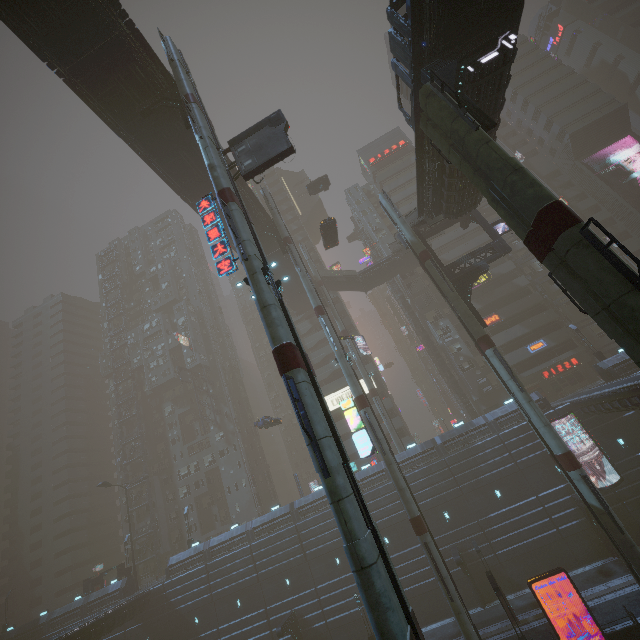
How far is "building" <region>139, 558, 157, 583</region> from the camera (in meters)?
52.75

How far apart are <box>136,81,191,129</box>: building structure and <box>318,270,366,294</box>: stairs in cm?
3131

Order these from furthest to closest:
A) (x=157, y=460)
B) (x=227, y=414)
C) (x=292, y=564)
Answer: (x=157, y=460), (x=227, y=414), (x=292, y=564)

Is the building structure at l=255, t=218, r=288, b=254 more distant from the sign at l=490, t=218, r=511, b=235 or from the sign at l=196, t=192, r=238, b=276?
the sign at l=196, t=192, r=238, b=276

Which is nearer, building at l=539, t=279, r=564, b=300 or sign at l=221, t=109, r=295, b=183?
sign at l=221, t=109, r=295, b=183

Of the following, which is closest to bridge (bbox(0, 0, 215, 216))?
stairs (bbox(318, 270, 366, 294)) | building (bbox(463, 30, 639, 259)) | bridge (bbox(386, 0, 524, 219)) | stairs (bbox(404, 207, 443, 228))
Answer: stairs (bbox(318, 270, 366, 294))

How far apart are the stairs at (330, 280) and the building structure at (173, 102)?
31.31m

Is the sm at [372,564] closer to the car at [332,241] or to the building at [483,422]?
the building at [483,422]
